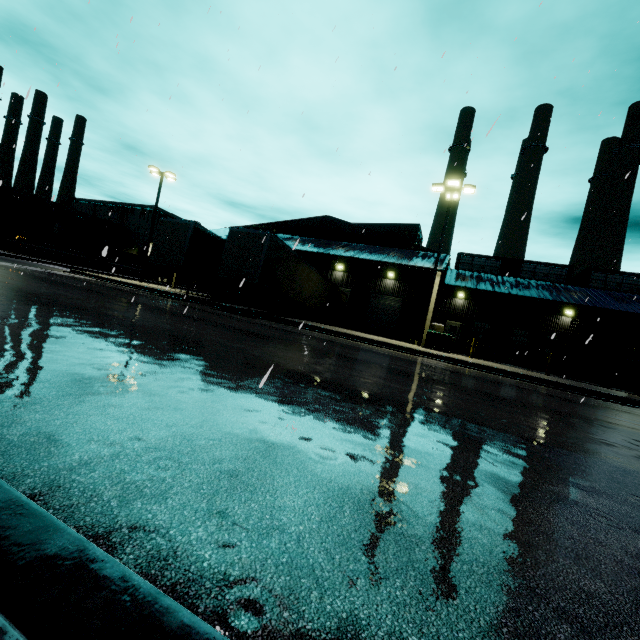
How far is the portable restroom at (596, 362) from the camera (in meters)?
23.92

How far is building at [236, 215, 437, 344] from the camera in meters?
26.1 m

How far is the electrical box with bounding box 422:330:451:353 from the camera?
18.12m

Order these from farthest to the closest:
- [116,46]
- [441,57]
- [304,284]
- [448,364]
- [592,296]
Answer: [592,296] → [304,284] → [448,364] → [116,46] → [441,57]

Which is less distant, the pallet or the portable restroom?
the pallet

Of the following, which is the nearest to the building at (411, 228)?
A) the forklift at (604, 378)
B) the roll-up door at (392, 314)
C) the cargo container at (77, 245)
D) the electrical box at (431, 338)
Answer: the roll-up door at (392, 314)

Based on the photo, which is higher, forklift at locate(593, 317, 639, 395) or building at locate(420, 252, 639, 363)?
building at locate(420, 252, 639, 363)

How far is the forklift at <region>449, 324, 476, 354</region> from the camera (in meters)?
22.58
